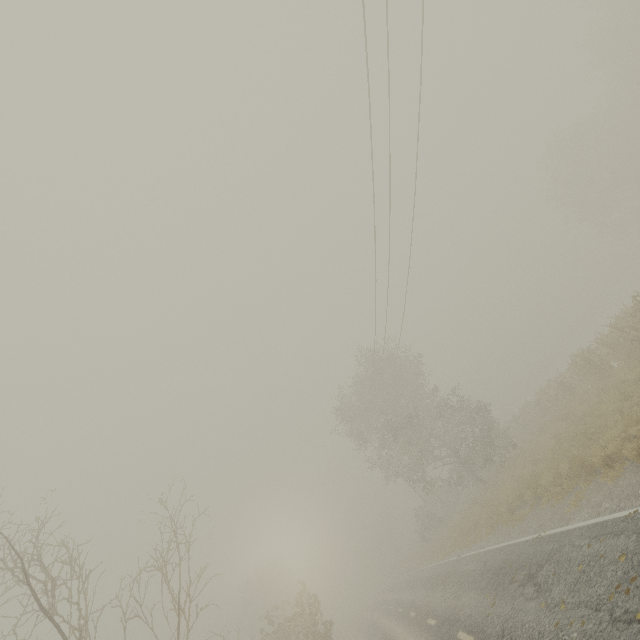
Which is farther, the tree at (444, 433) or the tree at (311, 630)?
the tree at (311, 630)

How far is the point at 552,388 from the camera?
24.0m

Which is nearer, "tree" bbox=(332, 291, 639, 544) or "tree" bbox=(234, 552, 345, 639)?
"tree" bbox=(332, 291, 639, 544)
